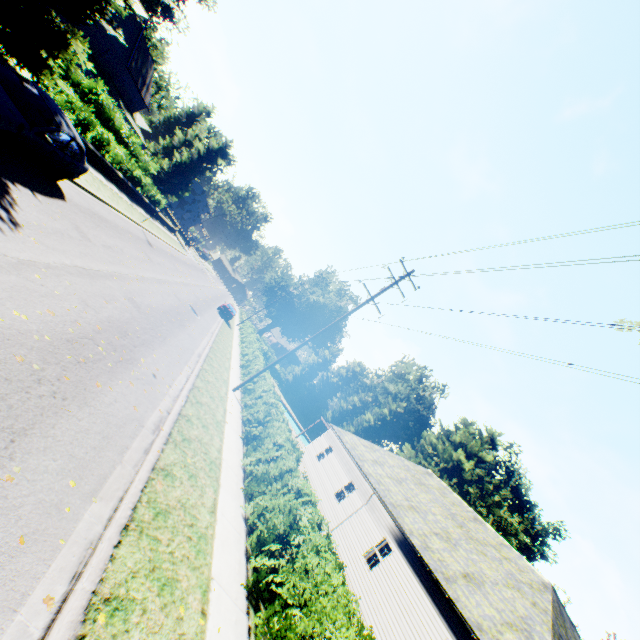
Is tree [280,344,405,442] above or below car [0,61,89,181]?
above

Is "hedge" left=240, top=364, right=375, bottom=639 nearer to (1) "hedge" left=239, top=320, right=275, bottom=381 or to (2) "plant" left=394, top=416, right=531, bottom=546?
(1) "hedge" left=239, top=320, right=275, bottom=381

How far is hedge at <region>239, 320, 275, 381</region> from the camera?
21.4 meters

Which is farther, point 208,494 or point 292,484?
point 292,484

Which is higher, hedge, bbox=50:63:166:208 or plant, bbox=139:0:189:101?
plant, bbox=139:0:189:101

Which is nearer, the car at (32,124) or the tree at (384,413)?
the car at (32,124)

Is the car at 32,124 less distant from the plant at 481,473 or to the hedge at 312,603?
the hedge at 312,603

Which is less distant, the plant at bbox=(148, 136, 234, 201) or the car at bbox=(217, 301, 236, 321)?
the car at bbox=(217, 301, 236, 321)
